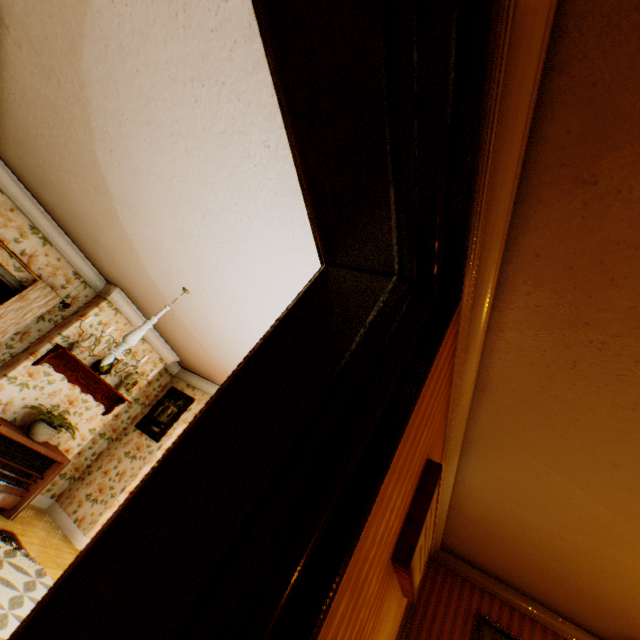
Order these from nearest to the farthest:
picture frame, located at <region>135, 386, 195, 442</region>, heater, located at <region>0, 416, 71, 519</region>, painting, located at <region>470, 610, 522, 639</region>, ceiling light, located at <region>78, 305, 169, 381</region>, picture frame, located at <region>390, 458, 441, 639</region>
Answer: picture frame, located at <region>390, 458, 441, 639</region>, ceiling light, located at <region>78, 305, 169, 381</region>, heater, located at <region>0, 416, 71, 519</region>, painting, located at <region>470, 610, 522, 639</region>, picture frame, located at <region>135, 386, 195, 442</region>

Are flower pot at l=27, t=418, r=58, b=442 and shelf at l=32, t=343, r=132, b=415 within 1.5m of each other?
yes

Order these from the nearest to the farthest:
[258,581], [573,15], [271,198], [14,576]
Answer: [258,581], [573,15], [271,198], [14,576]

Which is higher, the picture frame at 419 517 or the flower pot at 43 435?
the picture frame at 419 517

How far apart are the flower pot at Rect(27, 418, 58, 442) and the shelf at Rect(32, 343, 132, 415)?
0.6 meters

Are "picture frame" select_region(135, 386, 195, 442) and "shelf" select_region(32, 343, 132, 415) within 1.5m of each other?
yes

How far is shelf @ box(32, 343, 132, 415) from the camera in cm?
474

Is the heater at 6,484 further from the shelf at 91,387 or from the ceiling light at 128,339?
the ceiling light at 128,339
